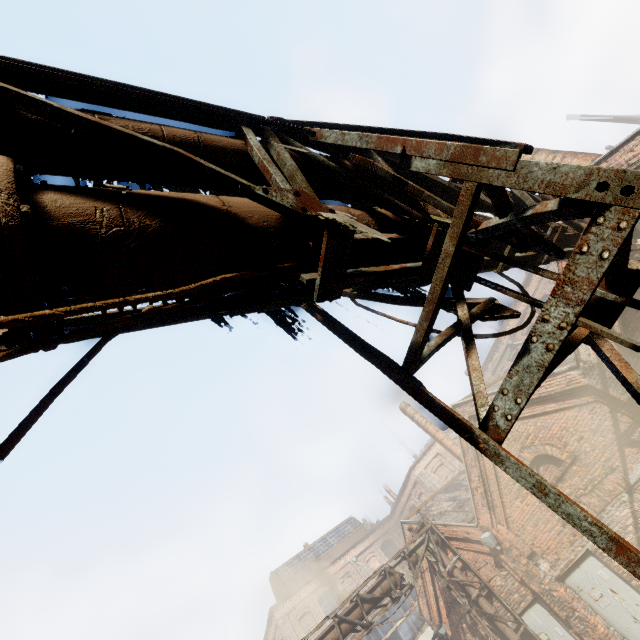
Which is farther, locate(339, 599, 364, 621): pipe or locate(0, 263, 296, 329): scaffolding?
locate(339, 599, 364, 621): pipe

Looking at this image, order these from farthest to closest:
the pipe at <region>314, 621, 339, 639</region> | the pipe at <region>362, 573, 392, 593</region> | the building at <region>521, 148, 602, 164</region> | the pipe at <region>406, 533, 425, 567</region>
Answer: the pipe at <region>406, 533, 425, 567</region>, the pipe at <region>362, 573, 392, 593</region>, the pipe at <region>314, 621, 339, 639</region>, the building at <region>521, 148, 602, 164</region>

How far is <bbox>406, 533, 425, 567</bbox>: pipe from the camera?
11.99m

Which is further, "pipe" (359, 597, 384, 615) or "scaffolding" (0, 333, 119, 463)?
"pipe" (359, 597, 384, 615)

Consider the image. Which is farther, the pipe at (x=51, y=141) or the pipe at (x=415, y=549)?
the pipe at (x=415, y=549)

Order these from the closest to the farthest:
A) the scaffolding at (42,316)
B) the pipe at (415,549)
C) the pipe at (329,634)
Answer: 1. the scaffolding at (42,316)
2. the pipe at (329,634)
3. the pipe at (415,549)

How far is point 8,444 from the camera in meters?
1.1
